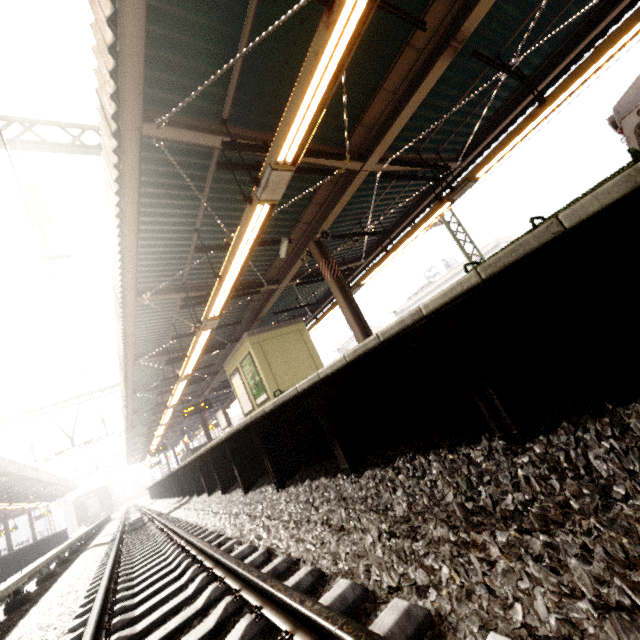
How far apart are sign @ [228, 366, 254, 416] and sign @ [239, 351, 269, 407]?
0.30m

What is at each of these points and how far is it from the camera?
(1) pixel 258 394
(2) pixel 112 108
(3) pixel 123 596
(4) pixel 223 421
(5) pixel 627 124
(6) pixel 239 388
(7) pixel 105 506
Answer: (1) sign, 11.3m
(2) awning structure, 4.0m
(3) train track, 3.8m
(4) sign, 18.7m
(5) train, 6.3m
(6) sign, 12.7m
(7) train, 44.7m

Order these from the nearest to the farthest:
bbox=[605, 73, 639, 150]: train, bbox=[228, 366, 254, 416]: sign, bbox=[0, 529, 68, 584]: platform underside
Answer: bbox=[605, 73, 639, 150]: train
bbox=[228, 366, 254, 416]: sign
bbox=[0, 529, 68, 584]: platform underside

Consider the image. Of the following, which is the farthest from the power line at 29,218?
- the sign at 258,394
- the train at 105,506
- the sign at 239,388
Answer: the train at 105,506

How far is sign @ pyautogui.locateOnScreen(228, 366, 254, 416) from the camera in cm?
1220

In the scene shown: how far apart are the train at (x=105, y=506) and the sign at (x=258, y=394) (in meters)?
47.96

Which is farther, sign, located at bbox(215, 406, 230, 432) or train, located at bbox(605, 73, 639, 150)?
sign, located at bbox(215, 406, 230, 432)

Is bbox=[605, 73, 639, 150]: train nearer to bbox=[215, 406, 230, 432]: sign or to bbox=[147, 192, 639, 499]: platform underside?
bbox=[147, 192, 639, 499]: platform underside
